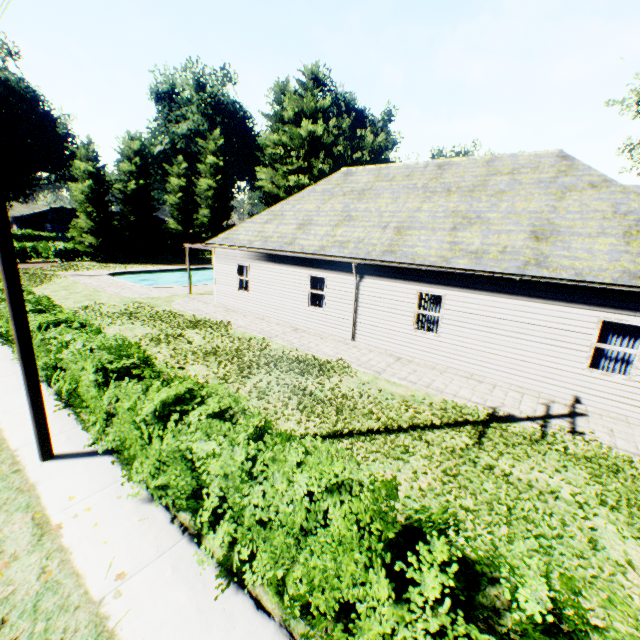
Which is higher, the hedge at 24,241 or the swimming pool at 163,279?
the hedge at 24,241

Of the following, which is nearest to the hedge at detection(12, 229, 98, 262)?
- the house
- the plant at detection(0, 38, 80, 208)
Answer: the plant at detection(0, 38, 80, 208)

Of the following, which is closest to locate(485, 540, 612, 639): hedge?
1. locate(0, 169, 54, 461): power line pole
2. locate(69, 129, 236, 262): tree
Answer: locate(69, 129, 236, 262): tree

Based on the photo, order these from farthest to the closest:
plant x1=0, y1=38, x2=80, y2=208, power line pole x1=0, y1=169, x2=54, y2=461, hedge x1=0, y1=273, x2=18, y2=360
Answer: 1. plant x1=0, y1=38, x2=80, y2=208
2. hedge x1=0, y1=273, x2=18, y2=360
3. power line pole x1=0, y1=169, x2=54, y2=461

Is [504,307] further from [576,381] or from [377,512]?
[377,512]

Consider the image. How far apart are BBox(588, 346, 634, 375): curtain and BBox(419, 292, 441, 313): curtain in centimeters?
404cm

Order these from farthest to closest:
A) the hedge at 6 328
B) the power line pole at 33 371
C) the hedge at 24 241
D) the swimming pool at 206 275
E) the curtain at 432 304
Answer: the swimming pool at 206 275
the hedge at 24 241
the curtain at 432 304
the hedge at 6 328
the power line pole at 33 371

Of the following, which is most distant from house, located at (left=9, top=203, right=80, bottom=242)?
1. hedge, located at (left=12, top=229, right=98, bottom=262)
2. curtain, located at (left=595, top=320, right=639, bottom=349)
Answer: curtain, located at (left=595, top=320, right=639, bottom=349)
